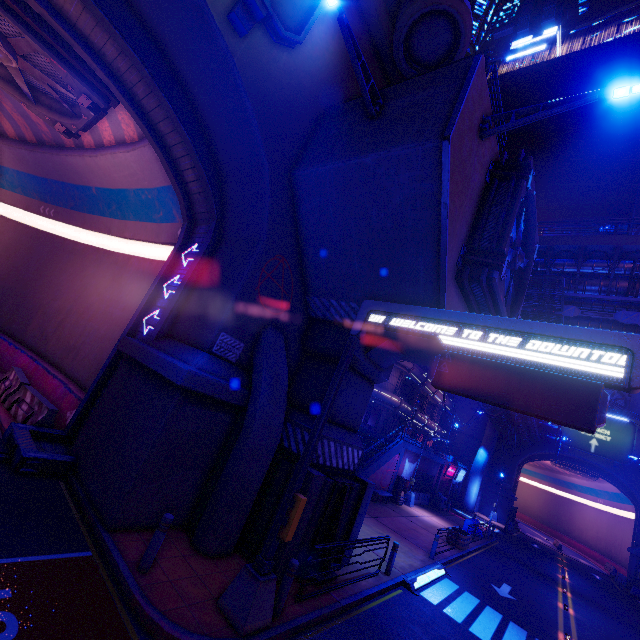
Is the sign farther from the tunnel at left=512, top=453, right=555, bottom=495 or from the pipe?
the tunnel at left=512, top=453, right=555, bottom=495

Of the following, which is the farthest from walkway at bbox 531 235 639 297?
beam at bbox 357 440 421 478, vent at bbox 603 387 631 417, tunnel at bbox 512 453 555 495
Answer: tunnel at bbox 512 453 555 495

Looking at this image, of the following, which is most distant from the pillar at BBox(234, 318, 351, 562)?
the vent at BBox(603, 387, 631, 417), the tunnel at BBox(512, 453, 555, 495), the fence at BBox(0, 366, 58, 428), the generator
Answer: the vent at BBox(603, 387, 631, 417)

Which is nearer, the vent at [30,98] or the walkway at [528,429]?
the vent at [30,98]

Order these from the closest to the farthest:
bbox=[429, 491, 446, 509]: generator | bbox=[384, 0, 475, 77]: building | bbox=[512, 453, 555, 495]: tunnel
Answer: bbox=[384, 0, 475, 77]: building → bbox=[429, 491, 446, 509]: generator → bbox=[512, 453, 555, 495]: tunnel

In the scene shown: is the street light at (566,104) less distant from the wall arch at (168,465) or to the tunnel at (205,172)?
the wall arch at (168,465)

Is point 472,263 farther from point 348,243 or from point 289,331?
point 289,331

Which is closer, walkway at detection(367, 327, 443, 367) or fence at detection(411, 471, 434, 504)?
walkway at detection(367, 327, 443, 367)
